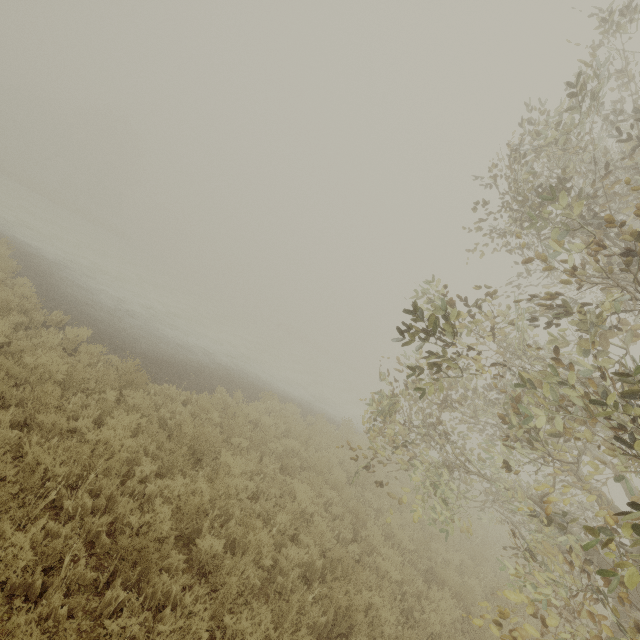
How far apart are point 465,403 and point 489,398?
1.70m
